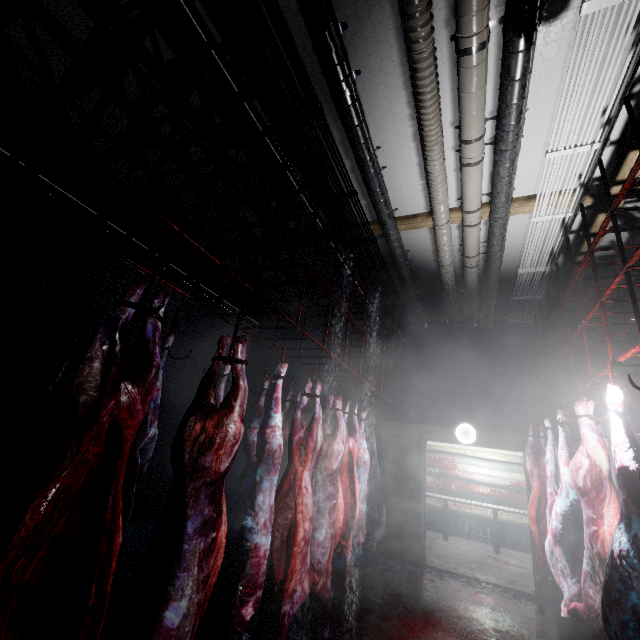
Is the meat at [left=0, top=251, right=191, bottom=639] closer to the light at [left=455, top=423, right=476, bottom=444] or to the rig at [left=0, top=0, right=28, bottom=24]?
the rig at [left=0, top=0, right=28, bottom=24]

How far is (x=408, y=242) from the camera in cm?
438

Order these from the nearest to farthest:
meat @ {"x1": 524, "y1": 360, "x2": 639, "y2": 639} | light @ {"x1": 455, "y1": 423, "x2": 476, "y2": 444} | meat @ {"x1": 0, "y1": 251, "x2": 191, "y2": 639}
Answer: meat @ {"x1": 0, "y1": 251, "x2": 191, "y2": 639}
meat @ {"x1": 524, "y1": 360, "x2": 639, "y2": 639}
light @ {"x1": 455, "y1": 423, "x2": 476, "y2": 444}

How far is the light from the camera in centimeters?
A: 514cm

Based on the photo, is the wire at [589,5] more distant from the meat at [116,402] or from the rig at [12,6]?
the meat at [116,402]

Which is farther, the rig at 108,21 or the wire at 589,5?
the wire at 589,5

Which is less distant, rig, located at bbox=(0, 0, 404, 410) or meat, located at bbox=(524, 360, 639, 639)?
rig, located at bbox=(0, 0, 404, 410)

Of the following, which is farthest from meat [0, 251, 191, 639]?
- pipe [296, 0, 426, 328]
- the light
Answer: the light
